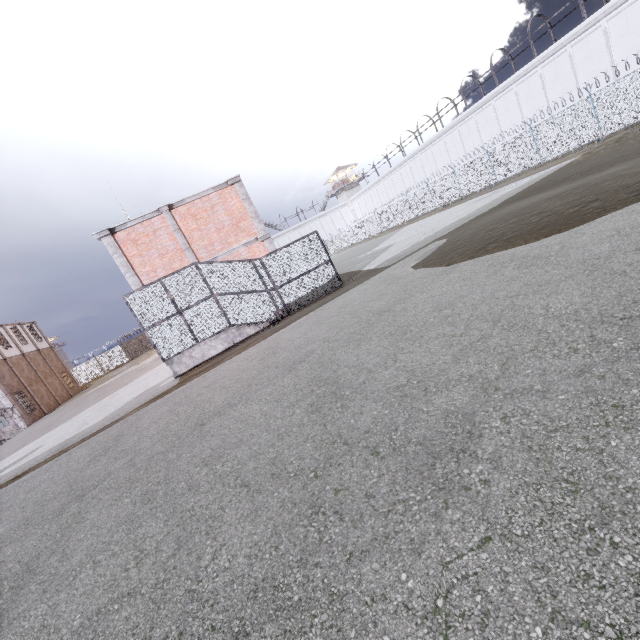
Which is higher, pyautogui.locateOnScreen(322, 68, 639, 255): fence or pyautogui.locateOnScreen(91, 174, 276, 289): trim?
pyautogui.locateOnScreen(91, 174, 276, 289): trim

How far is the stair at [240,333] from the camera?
13.2 meters

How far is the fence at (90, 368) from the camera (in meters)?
45.78

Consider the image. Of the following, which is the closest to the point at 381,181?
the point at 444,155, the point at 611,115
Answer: the point at 444,155

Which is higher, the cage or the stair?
the cage

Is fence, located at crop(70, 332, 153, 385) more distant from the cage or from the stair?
the stair

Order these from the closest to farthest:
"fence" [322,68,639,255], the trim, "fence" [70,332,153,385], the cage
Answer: the cage, the trim, "fence" [322,68,639,255], "fence" [70,332,153,385]

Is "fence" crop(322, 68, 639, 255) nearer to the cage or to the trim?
the cage
